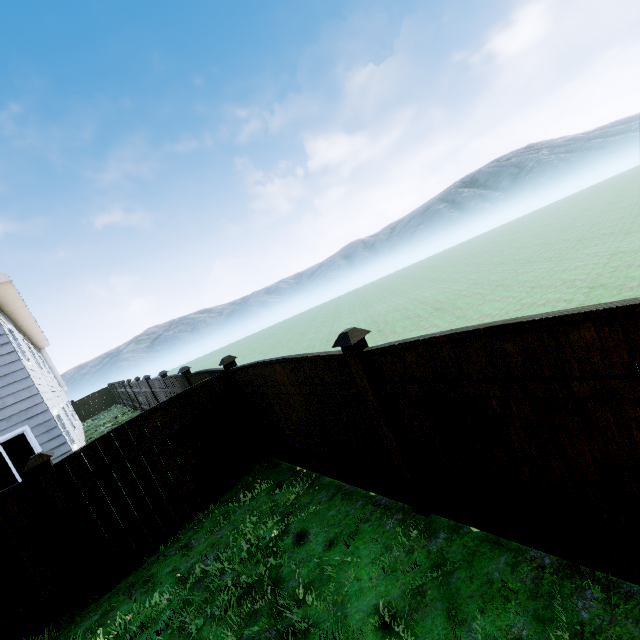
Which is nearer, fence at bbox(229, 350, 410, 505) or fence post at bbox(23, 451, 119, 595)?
fence at bbox(229, 350, 410, 505)

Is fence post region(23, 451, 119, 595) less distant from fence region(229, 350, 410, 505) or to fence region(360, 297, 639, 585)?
fence region(229, 350, 410, 505)

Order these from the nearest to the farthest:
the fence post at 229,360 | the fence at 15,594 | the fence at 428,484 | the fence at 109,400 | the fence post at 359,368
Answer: the fence at 428,484 < the fence post at 359,368 < the fence at 15,594 < the fence post at 229,360 < the fence at 109,400

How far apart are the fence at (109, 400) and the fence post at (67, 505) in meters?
30.5 m

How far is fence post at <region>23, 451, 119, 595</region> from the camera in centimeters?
443cm

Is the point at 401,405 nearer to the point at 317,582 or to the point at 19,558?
the point at 317,582

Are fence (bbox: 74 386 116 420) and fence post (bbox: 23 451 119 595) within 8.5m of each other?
no

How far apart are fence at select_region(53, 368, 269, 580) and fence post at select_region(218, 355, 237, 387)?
0.0 meters
